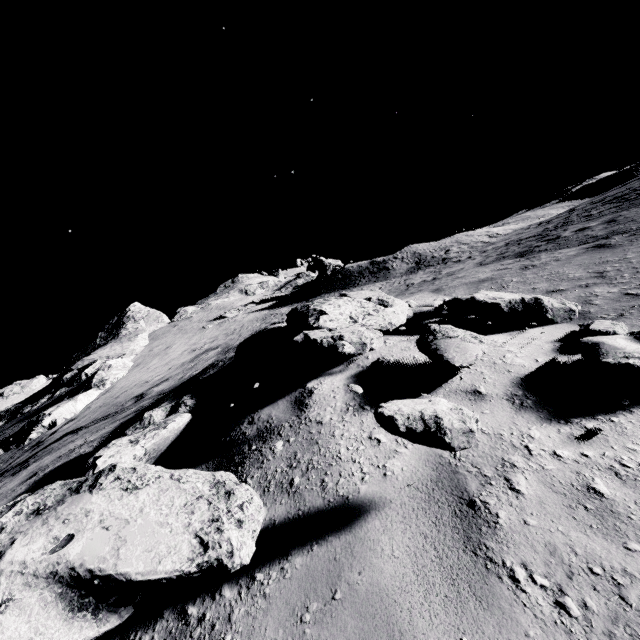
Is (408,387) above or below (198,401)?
below

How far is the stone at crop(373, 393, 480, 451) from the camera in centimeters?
215cm

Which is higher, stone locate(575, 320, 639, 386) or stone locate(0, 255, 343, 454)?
stone locate(0, 255, 343, 454)

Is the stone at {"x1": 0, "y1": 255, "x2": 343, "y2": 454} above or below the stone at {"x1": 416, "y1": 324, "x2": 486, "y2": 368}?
above

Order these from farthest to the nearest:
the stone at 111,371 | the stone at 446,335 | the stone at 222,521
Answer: the stone at 111,371 → the stone at 446,335 → the stone at 222,521

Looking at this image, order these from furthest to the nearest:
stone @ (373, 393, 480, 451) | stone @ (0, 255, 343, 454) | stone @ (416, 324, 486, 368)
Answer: stone @ (0, 255, 343, 454) → stone @ (416, 324, 486, 368) → stone @ (373, 393, 480, 451)

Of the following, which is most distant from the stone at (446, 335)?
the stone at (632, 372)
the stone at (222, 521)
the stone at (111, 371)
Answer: the stone at (111, 371)

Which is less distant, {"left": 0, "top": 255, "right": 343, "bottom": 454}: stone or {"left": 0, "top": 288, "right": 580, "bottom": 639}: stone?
{"left": 0, "top": 288, "right": 580, "bottom": 639}: stone
